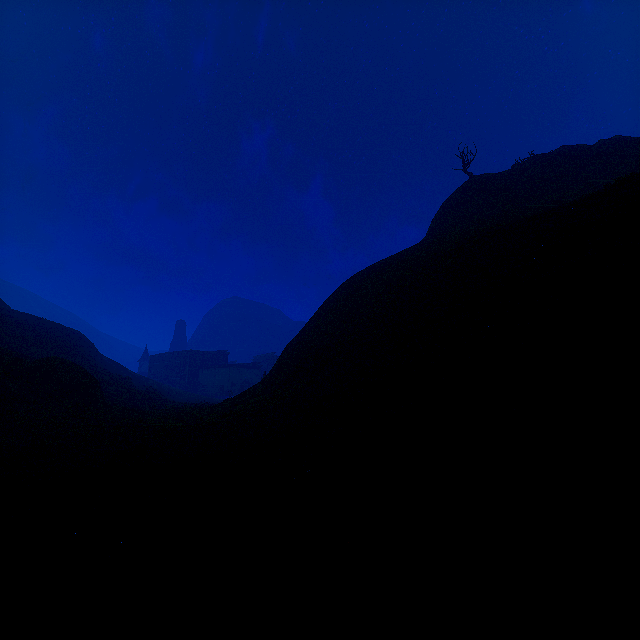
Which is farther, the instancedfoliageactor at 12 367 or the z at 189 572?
the instancedfoliageactor at 12 367

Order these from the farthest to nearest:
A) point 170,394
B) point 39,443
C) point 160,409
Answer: point 170,394 → point 160,409 → point 39,443

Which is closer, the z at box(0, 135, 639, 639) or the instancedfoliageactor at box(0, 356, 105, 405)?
the z at box(0, 135, 639, 639)
